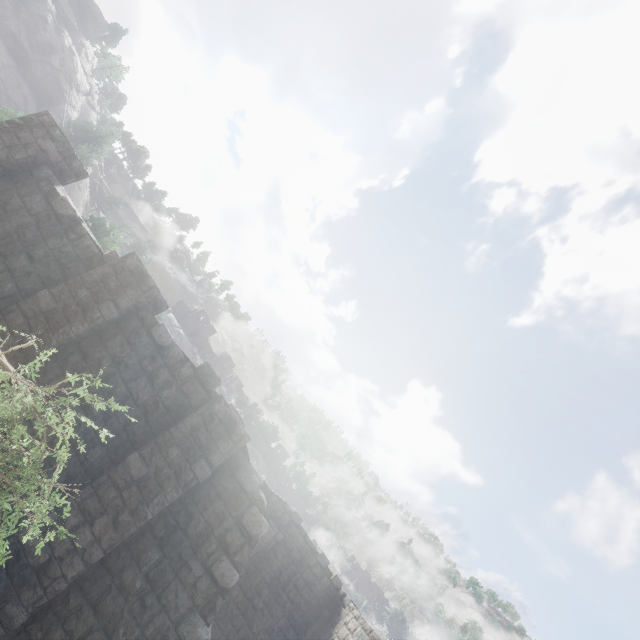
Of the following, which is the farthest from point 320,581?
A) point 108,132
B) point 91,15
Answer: point 91,15

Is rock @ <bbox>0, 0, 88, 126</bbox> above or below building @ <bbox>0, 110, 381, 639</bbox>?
above

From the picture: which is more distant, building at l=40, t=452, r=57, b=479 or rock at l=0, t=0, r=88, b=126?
rock at l=0, t=0, r=88, b=126

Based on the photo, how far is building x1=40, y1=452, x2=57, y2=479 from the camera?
6.6 meters

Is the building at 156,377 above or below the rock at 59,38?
below
